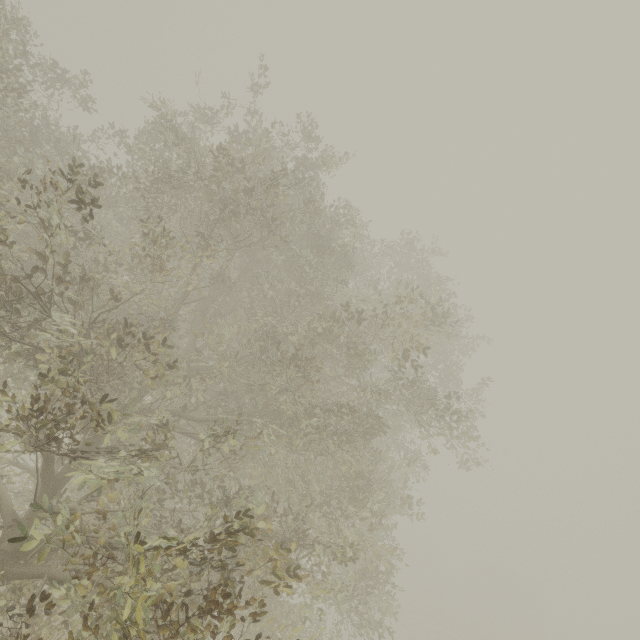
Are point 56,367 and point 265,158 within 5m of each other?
no
